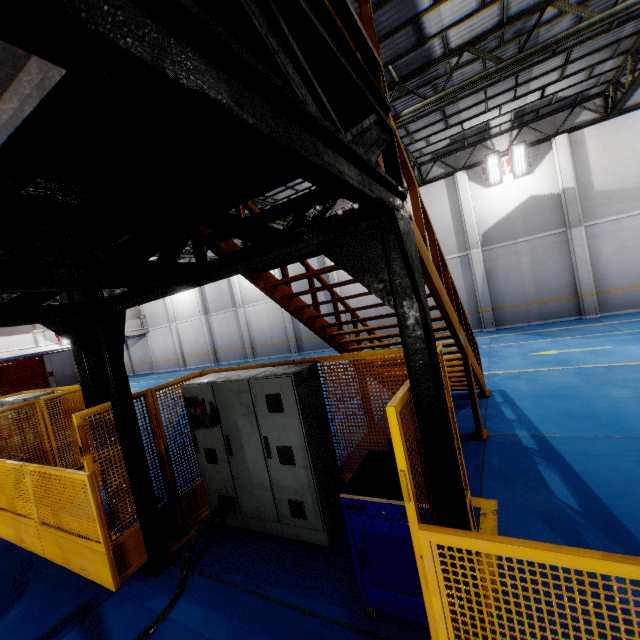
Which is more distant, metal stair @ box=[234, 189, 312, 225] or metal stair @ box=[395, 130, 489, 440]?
metal stair @ box=[395, 130, 489, 440]

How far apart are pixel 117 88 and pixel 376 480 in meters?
3.2 m

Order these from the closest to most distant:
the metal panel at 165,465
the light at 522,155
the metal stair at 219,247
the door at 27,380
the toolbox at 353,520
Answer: the metal panel at 165,465 < the toolbox at 353,520 < the metal stair at 219,247 < the light at 522,155 < the door at 27,380

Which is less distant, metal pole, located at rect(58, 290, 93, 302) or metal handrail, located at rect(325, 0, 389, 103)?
metal handrail, located at rect(325, 0, 389, 103)

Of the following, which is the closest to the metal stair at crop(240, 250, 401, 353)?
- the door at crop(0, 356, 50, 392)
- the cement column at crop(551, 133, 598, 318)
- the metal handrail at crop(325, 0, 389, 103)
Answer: the metal handrail at crop(325, 0, 389, 103)

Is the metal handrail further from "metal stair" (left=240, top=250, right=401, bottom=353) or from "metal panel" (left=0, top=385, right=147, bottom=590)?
"metal panel" (left=0, top=385, right=147, bottom=590)

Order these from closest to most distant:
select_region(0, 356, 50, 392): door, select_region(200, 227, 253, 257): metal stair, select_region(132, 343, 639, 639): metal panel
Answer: select_region(132, 343, 639, 639): metal panel → select_region(200, 227, 253, 257): metal stair → select_region(0, 356, 50, 392): door

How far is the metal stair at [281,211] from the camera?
3.0m
